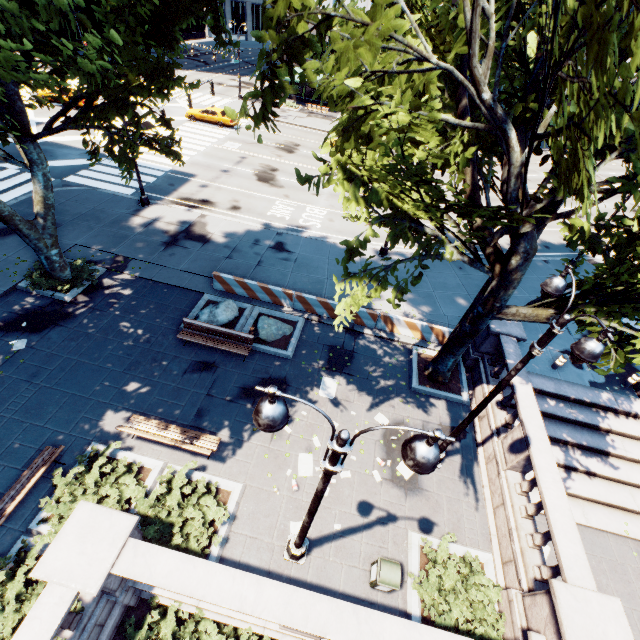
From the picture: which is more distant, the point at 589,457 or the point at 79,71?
the point at 589,457

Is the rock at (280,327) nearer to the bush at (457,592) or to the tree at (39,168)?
the tree at (39,168)

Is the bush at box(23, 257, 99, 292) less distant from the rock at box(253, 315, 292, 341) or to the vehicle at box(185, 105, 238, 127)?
the rock at box(253, 315, 292, 341)

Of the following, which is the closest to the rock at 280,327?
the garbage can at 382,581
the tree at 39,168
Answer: the tree at 39,168

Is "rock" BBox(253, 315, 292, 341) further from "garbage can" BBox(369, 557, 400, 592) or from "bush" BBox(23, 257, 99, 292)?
"garbage can" BBox(369, 557, 400, 592)

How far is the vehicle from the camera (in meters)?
32.41

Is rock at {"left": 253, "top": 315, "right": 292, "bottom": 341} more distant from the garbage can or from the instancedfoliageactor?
the garbage can

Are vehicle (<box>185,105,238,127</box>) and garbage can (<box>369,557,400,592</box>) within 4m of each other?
no
